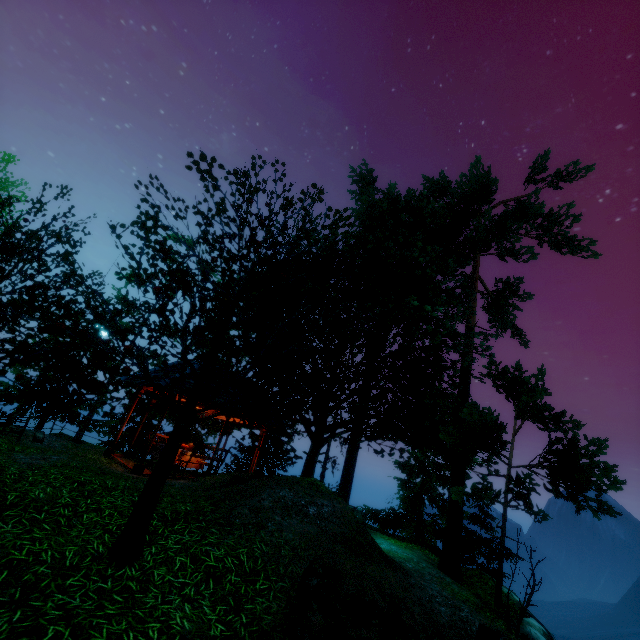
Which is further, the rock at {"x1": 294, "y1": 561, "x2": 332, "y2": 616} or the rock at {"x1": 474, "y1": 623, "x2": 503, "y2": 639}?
the rock at {"x1": 474, "y1": 623, "x2": 503, "y2": 639}

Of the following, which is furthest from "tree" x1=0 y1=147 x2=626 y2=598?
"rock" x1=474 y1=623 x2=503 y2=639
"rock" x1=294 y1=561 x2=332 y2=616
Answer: "rock" x1=474 y1=623 x2=503 y2=639

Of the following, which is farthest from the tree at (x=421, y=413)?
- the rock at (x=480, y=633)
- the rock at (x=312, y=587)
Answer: the rock at (x=480, y=633)

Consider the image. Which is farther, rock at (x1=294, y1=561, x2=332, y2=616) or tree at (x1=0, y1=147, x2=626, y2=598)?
tree at (x1=0, y1=147, x2=626, y2=598)

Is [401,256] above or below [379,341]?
above

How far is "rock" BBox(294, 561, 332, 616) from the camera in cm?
→ 461

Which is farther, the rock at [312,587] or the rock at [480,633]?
the rock at [480,633]
